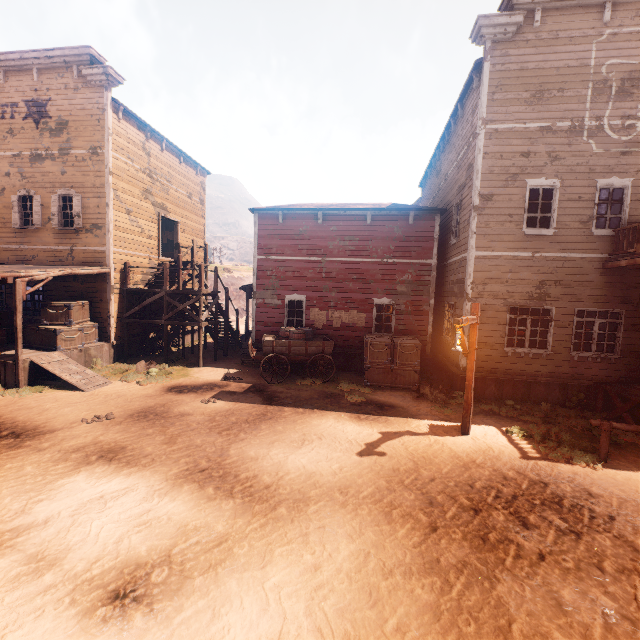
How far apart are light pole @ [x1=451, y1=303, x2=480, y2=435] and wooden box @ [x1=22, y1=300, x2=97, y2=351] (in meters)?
13.10

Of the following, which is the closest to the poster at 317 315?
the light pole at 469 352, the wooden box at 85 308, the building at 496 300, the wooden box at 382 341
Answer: the building at 496 300

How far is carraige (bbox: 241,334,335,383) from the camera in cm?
1209

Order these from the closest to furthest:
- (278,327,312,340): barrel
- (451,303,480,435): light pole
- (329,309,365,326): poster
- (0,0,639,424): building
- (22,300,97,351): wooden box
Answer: (451,303,480,435): light pole < (0,0,639,424): building < (22,300,97,351): wooden box < (278,327,312,340): barrel < (329,309,365,326): poster

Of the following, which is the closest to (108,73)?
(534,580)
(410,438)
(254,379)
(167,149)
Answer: (167,149)

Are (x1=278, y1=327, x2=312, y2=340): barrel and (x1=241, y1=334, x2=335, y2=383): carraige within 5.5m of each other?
yes

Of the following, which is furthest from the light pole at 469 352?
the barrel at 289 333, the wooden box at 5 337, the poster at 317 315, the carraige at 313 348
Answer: the wooden box at 5 337

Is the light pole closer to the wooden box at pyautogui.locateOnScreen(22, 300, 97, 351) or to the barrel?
the barrel
